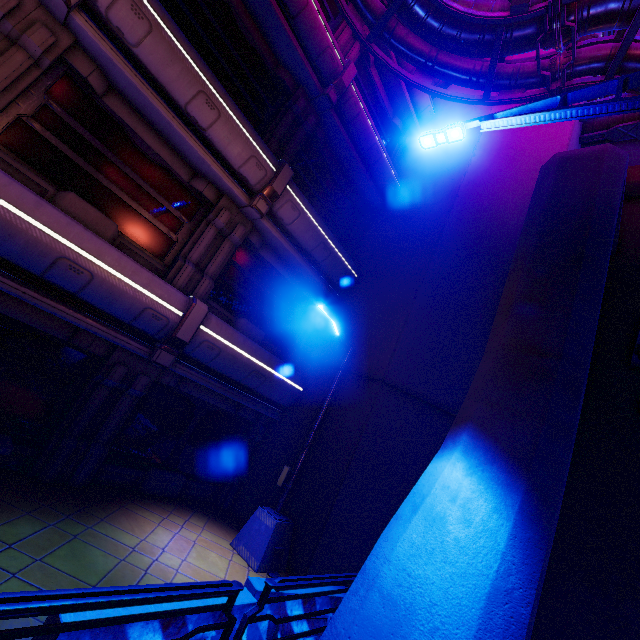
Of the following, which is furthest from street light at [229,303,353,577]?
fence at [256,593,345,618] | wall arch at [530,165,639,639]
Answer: wall arch at [530,165,639,639]

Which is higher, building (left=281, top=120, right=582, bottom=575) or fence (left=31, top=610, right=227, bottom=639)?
building (left=281, top=120, right=582, bottom=575)

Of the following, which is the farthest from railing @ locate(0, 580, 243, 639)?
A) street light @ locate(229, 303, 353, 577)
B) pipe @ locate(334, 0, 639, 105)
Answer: pipe @ locate(334, 0, 639, 105)

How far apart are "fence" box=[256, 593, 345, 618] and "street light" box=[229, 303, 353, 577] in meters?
1.8

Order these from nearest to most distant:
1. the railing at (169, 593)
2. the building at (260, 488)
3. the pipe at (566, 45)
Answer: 1. the railing at (169, 593)
2. the pipe at (566, 45)
3. the building at (260, 488)

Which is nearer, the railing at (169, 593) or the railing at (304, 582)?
the railing at (169, 593)

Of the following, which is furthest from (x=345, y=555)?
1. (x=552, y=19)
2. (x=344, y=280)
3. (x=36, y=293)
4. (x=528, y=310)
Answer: (x=552, y=19)

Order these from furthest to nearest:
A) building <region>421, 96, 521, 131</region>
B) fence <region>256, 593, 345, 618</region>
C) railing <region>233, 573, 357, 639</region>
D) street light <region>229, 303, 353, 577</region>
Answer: building <region>421, 96, 521, 131</region> < street light <region>229, 303, 353, 577</region> < fence <region>256, 593, 345, 618</region> < railing <region>233, 573, 357, 639</region>
